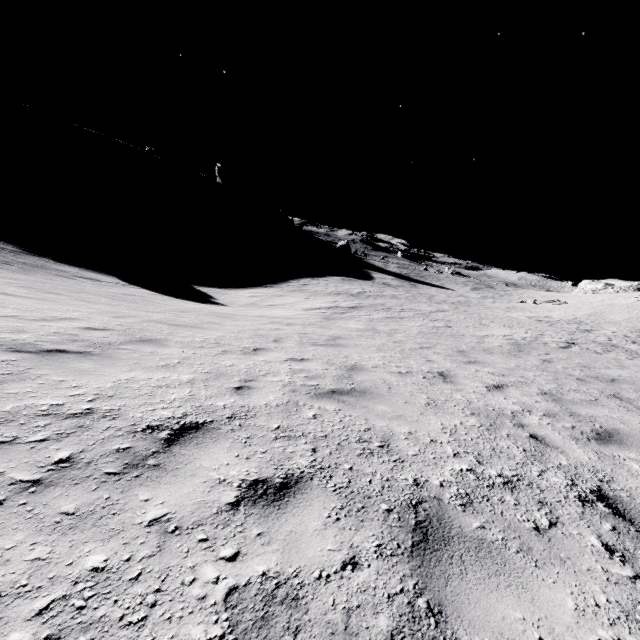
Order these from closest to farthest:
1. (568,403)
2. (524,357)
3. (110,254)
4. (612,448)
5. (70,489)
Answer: (70,489) < (612,448) < (568,403) < (524,357) < (110,254)
